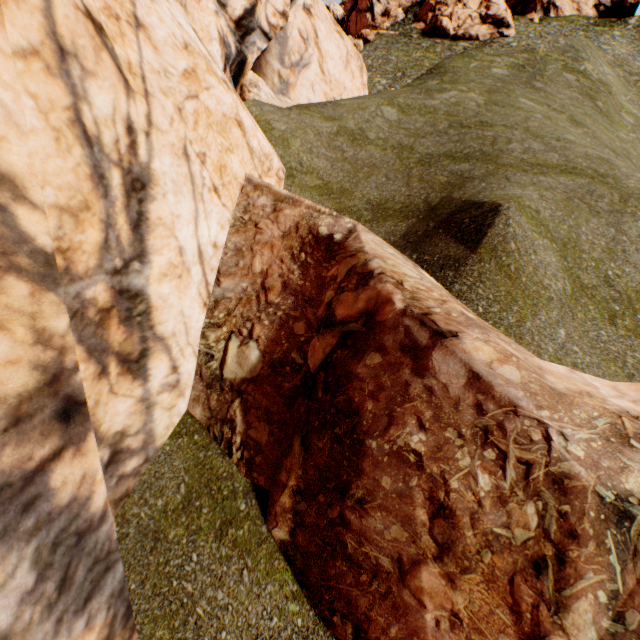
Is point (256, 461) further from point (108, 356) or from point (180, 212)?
point (180, 212)

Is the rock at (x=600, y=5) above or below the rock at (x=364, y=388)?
above

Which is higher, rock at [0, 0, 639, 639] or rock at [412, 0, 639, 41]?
rock at [412, 0, 639, 41]

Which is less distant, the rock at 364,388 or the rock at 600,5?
the rock at 364,388

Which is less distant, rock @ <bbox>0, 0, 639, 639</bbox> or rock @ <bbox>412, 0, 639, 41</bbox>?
rock @ <bbox>0, 0, 639, 639</bbox>
